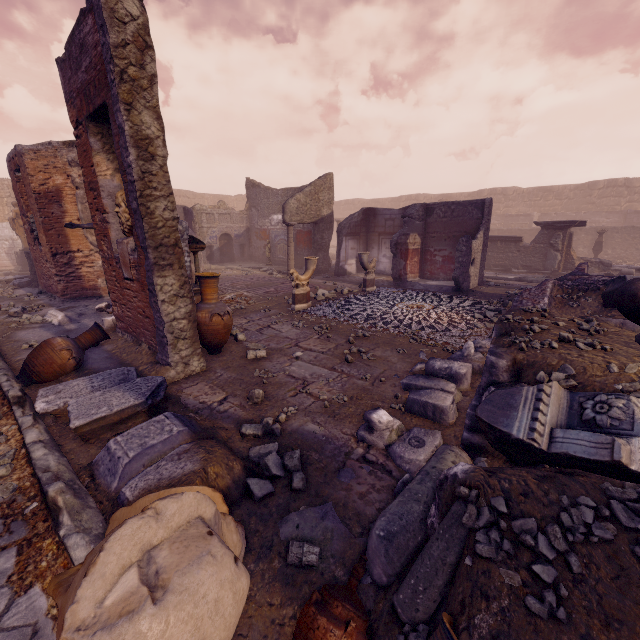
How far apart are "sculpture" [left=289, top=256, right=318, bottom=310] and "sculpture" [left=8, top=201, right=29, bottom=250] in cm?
1488

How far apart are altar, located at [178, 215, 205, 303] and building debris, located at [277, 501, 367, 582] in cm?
389

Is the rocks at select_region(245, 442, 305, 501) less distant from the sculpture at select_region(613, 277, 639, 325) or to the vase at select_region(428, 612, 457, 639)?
the vase at select_region(428, 612, 457, 639)

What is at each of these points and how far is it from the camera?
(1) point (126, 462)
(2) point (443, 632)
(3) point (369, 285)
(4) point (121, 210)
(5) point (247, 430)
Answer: (1) debris pile, 2.64m
(2) vase, 1.30m
(3) sculpture, 10.25m
(4) sculpture, 4.79m
(5) rocks, 3.26m

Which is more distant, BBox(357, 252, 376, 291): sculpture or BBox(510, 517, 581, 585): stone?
BBox(357, 252, 376, 291): sculpture

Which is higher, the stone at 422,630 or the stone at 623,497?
the stone at 623,497

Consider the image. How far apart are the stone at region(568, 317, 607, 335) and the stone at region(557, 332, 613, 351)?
0.4m

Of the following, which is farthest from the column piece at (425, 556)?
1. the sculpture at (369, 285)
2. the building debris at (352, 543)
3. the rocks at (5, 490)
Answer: the sculpture at (369, 285)
